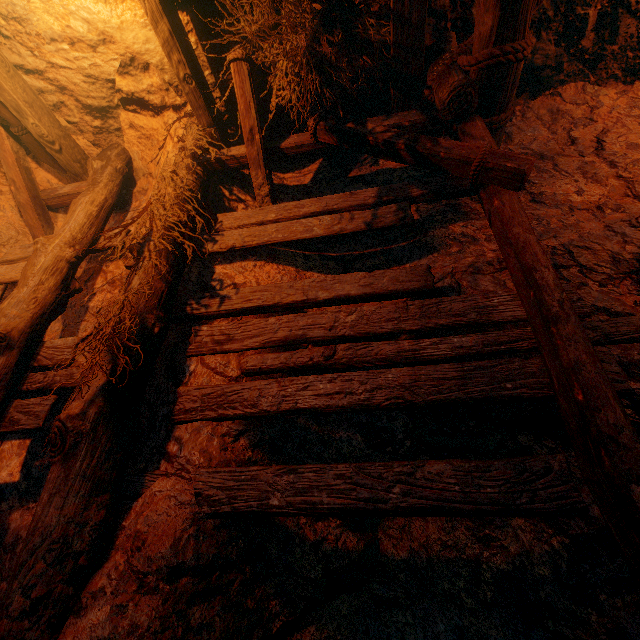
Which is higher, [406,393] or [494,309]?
[494,309]
